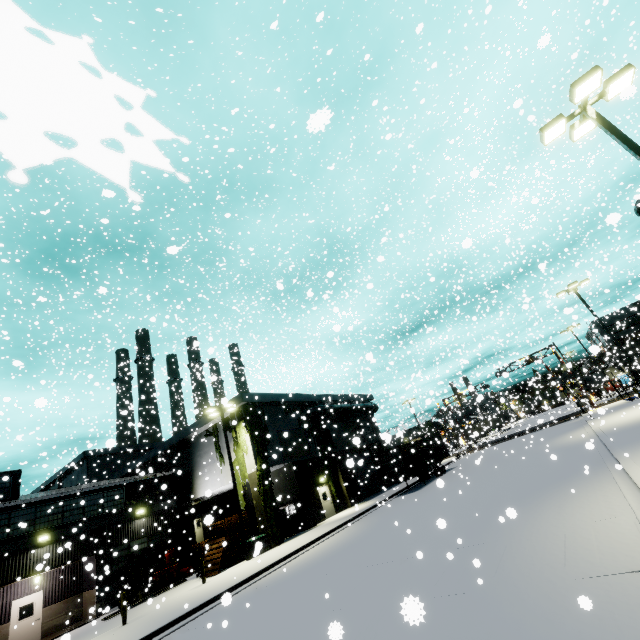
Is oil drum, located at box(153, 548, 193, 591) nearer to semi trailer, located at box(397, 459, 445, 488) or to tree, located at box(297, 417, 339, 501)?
tree, located at box(297, 417, 339, 501)

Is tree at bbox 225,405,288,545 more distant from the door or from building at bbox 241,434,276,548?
the door

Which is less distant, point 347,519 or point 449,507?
point 449,507

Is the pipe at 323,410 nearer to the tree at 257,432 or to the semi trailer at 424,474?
the tree at 257,432

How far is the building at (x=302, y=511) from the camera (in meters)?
25.33

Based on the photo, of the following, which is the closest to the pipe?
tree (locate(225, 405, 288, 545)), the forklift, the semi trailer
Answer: tree (locate(225, 405, 288, 545))

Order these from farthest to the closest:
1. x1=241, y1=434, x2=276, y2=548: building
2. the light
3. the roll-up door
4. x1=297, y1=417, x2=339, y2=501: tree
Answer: the roll-up door
x1=297, y1=417, x2=339, y2=501: tree
x1=241, y1=434, x2=276, y2=548: building
the light

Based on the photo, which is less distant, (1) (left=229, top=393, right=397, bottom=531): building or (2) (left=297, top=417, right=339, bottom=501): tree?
(1) (left=229, top=393, right=397, bottom=531): building
